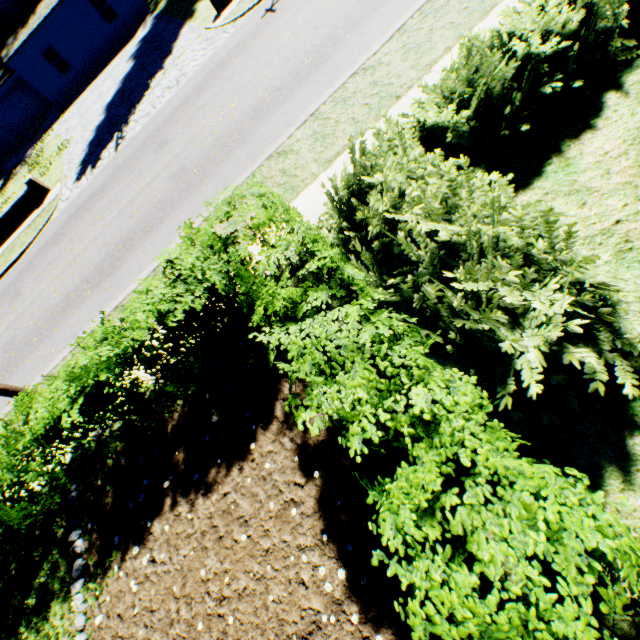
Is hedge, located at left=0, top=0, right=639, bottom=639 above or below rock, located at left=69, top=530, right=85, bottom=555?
above

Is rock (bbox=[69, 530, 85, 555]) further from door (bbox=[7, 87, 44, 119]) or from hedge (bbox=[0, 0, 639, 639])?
door (bbox=[7, 87, 44, 119])

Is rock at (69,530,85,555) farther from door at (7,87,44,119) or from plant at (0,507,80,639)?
door at (7,87,44,119)

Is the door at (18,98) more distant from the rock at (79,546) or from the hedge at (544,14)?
the rock at (79,546)

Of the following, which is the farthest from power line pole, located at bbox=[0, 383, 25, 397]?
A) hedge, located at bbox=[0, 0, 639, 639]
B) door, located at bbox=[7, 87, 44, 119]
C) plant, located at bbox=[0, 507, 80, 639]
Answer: door, located at bbox=[7, 87, 44, 119]

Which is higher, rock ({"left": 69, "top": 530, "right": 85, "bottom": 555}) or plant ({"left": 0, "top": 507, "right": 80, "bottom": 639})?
rock ({"left": 69, "top": 530, "right": 85, "bottom": 555})

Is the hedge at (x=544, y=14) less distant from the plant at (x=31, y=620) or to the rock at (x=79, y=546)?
the rock at (x=79, y=546)

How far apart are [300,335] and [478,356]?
1.75m
